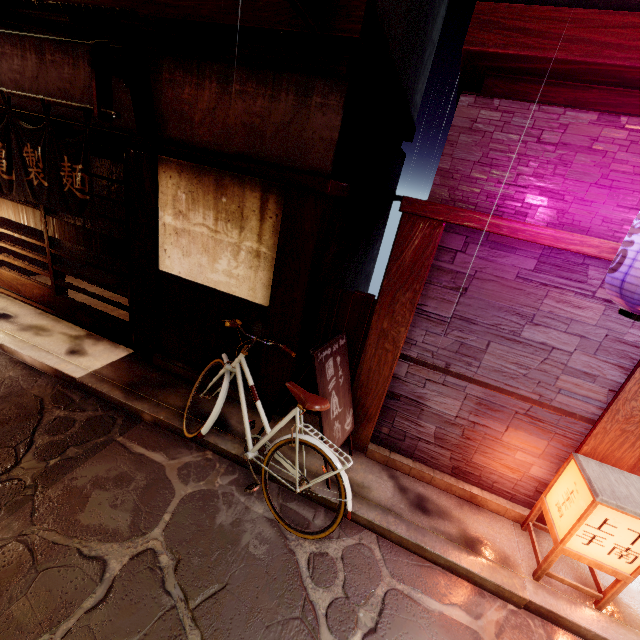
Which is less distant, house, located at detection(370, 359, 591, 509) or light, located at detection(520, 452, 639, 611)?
light, located at detection(520, 452, 639, 611)

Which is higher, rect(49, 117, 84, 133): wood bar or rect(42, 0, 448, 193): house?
rect(42, 0, 448, 193): house

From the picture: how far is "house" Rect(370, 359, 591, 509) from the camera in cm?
589

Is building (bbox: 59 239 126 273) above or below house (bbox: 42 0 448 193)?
below

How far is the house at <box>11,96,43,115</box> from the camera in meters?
8.0

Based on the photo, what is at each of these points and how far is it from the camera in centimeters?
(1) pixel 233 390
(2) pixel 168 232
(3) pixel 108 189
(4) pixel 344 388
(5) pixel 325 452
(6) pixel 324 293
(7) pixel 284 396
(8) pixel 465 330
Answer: (1) foundation, 797cm
(2) house, 738cm
(3) building, 1356cm
(4) sign, 659cm
(5) bicycle, 534cm
(6) stick, 689cm
(7) sign, 636cm
(8) house, 578cm

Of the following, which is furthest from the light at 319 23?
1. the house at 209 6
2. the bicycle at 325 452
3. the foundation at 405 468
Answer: the foundation at 405 468

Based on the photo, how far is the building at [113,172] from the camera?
12.72m
